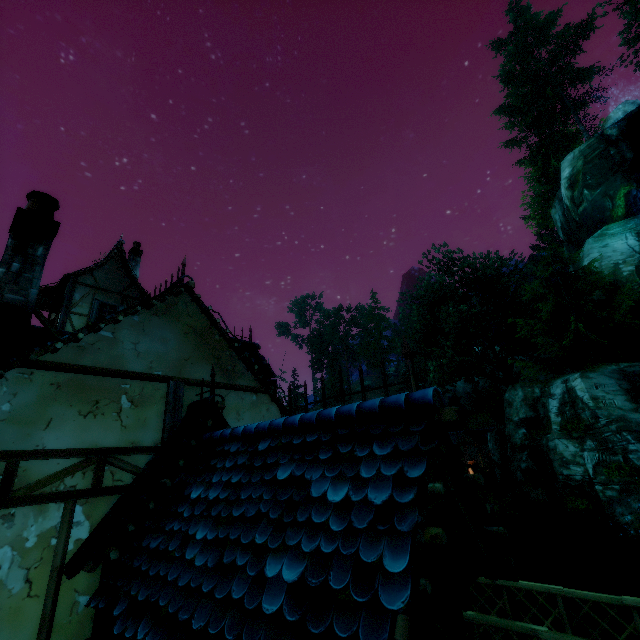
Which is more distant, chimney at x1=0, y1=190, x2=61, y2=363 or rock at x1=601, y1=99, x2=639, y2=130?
rock at x1=601, y1=99, x2=639, y2=130

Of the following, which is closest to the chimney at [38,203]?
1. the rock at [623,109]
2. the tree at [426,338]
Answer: the tree at [426,338]

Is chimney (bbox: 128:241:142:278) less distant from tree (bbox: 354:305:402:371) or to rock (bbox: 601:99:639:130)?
tree (bbox: 354:305:402:371)

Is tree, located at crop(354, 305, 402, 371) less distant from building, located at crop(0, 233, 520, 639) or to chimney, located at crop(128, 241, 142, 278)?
building, located at crop(0, 233, 520, 639)

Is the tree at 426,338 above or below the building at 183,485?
above

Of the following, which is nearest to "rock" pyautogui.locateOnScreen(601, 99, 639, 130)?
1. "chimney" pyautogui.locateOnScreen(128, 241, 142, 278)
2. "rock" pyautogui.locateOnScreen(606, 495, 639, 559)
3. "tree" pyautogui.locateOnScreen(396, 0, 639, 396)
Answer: "tree" pyautogui.locateOnScreen(396, 0, 639, 396)

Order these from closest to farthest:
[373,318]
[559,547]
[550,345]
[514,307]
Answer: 1. [559,547]
2. [550,345]
3. [514,307]
4. [373,318]

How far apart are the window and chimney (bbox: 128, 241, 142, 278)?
1.7 meters
